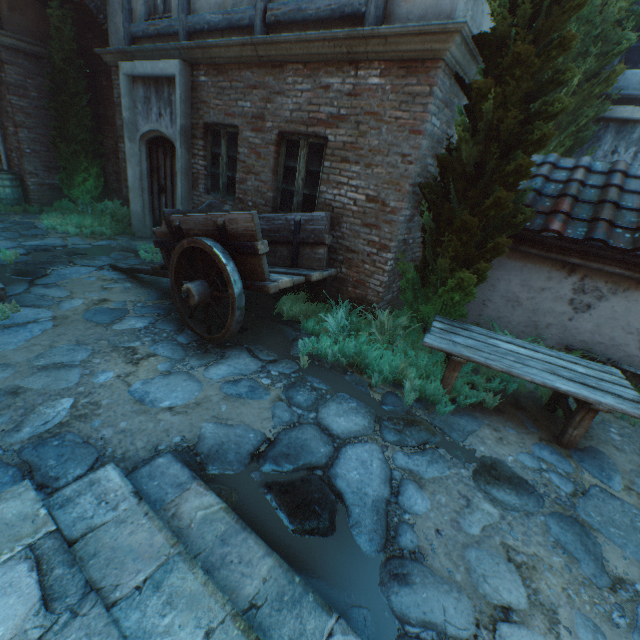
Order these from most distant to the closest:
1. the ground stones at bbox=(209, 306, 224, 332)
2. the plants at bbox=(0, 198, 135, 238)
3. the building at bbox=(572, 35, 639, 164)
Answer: the plants at bbox=(0, 198, 135, 238), the building at bbox=(572, 35, 639, 164), the ground stones at bbox=(209, 306, 224, 332)

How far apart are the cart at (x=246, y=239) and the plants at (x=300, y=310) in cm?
9

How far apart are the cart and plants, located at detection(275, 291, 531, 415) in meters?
0.1 m

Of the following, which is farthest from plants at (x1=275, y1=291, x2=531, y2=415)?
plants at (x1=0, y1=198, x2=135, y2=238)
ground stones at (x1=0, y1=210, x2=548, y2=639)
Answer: plants at (x1=0, y1=198, x2=135, y2=238)

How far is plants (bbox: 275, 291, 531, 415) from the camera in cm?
399

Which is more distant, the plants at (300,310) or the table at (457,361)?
the plants at (300,310)

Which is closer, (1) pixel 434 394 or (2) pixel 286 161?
(1) pixel 434 394

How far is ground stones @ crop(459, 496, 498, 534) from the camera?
2.53m
